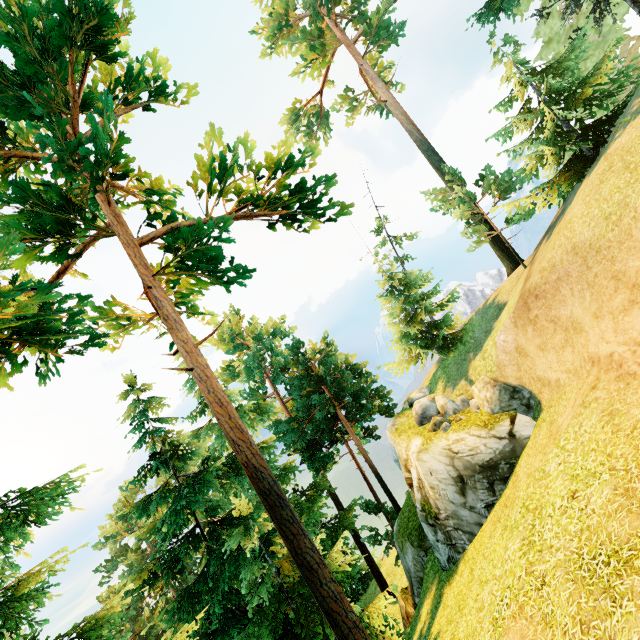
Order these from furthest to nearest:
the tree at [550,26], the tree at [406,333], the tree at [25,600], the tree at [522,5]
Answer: the tree at [406,333] < the tree at [522,5] < the tree at [550,26] < the tree at [25,600]

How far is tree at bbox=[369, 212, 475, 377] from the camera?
22.23m

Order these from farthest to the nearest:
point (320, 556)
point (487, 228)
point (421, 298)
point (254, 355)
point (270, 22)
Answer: point (254, 355) → point (270, 22) → point (421, 298) → point (487, 228) → point (320, 556)

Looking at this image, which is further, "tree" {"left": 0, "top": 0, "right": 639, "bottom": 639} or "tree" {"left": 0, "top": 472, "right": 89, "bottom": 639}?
"tree" {"left": 0, "top": 0, "right": 639, "bottom": 639}

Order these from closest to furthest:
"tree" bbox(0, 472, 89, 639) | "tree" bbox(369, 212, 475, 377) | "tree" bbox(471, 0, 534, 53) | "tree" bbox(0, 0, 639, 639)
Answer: "tree" bbox(0, 472, 89, 639), "tree" bbox(0, 0, 639, 639), "tree" bbox(471, 0, 534, 53), "tree" bbox(369, 212, 475, 377)

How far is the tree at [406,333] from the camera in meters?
22.2
